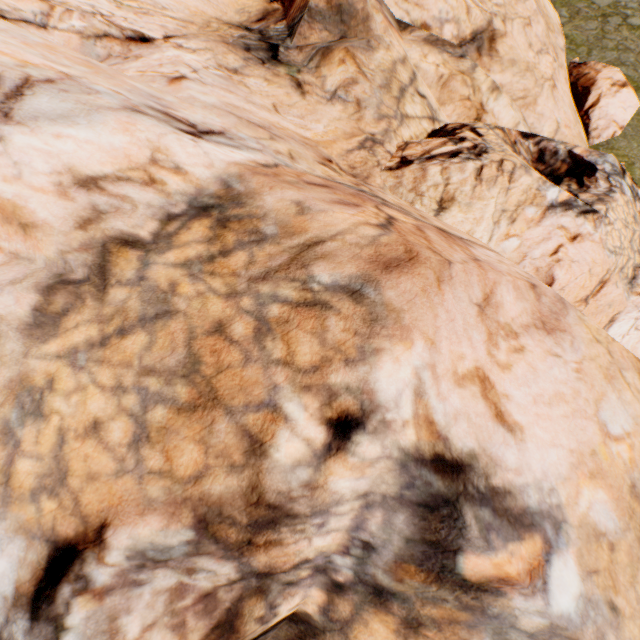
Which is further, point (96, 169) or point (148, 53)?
point (148, 53)
